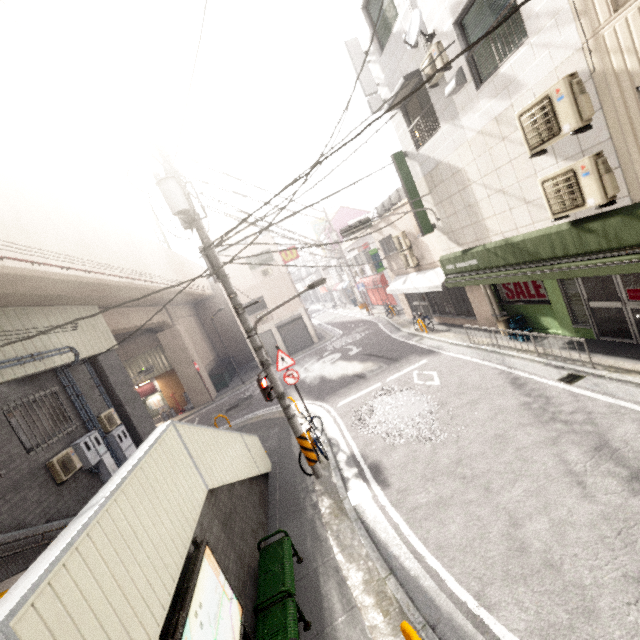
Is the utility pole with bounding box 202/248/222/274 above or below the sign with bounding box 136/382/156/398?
above

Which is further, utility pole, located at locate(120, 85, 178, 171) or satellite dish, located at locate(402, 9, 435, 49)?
satellite dish, located at locate(402, 9, 435, 49)

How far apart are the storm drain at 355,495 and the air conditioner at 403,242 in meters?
10.7

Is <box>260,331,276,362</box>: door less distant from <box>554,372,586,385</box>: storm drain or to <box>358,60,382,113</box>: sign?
<box>358,60,382,113</box>: sign

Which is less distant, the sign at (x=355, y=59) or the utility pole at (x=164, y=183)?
the utility pole at (x=164, y=183)

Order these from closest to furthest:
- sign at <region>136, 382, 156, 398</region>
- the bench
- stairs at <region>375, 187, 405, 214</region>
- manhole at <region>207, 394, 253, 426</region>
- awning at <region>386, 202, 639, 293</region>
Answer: the bench < awning at <region>386, 202, 639, 293</region> < stairs at <region>375, 187, 405, 214</region> < manhole at <region>207, 394, 253, 426</region> < sign at <region>136, 382, 156, 398</region>

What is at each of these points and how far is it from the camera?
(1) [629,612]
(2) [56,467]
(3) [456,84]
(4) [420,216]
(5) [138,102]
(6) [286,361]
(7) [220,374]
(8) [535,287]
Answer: (1) manhole, 3.3m
(2) air conditioner, 7.7m
(3) stairs, 7.3m
(4) sign, 10.9m
(5) utility pole, 6.3m
(6) sign, 10.2m
(7) dumpster, 23.0m
(8) sign, 9.6m

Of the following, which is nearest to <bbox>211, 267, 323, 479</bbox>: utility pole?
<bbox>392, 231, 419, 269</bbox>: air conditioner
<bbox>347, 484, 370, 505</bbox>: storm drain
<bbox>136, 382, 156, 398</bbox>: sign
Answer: <bbox>347, 484, 370, 505</bbox>: storm drain
